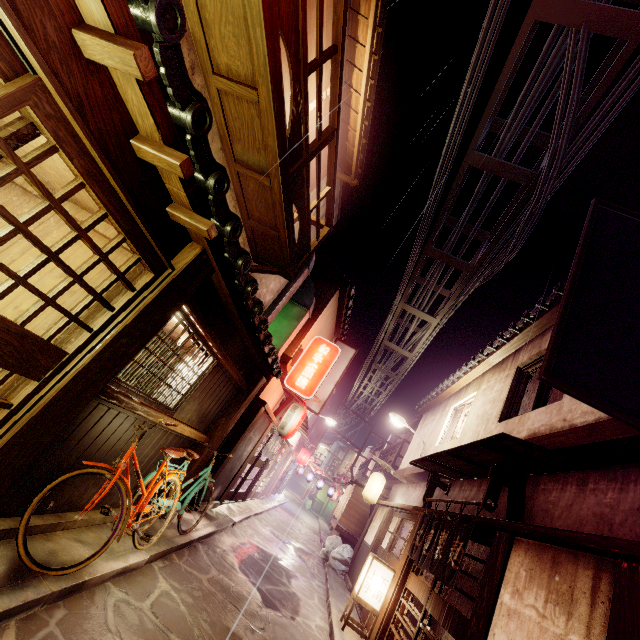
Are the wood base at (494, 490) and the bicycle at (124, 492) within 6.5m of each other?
no

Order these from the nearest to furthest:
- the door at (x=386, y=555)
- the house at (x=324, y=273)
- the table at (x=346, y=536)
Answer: the door at (x=386, y=555), the house at (x=324, y=273), the table at (x=346, y=536)

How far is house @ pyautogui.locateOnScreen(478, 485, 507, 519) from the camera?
9.5 meters

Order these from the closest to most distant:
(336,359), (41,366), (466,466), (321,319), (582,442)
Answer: (41,366)
(582,442)
(466,466)
(336,359)
(321,319)

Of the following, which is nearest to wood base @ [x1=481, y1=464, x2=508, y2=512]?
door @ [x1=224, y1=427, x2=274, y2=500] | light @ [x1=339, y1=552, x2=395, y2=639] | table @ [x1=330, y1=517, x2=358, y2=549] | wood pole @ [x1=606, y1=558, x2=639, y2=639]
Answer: wood pole @ [x1=606, y1=558, x2=639, y2=639]

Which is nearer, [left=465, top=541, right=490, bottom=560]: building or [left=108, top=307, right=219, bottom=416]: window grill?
[left=108, top=307, right=219, bottom=416]: window grill

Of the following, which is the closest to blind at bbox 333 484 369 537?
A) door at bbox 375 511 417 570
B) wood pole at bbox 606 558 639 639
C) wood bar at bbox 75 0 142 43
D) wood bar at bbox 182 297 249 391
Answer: door at bbox 375 511 417 570

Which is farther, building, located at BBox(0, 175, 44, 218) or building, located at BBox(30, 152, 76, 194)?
building, located at BBox(0, 175, 44, 218)
